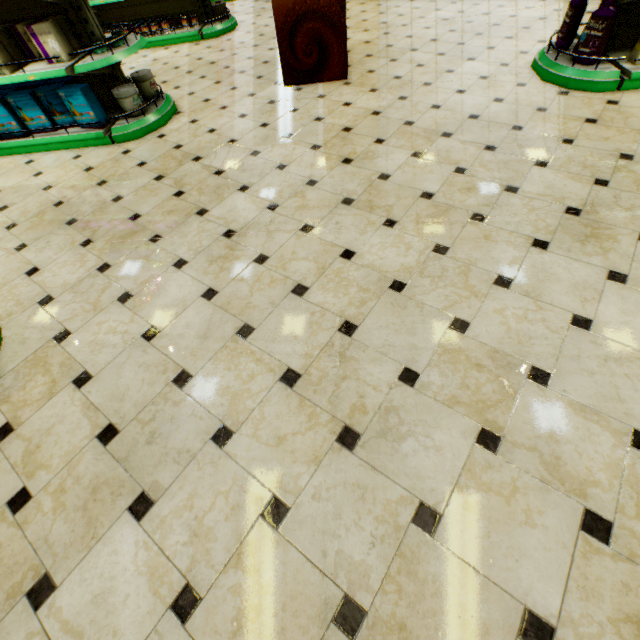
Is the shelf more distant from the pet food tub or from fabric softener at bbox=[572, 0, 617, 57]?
the pet food tub

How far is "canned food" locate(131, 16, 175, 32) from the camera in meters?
6.1

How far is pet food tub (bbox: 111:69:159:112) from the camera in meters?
3.6

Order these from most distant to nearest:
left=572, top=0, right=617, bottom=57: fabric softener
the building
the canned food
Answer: the canned food < left=572, top=0, right=617, bottom=57: fabric softener < the building

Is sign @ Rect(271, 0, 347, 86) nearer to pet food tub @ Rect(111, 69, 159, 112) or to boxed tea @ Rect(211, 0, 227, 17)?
pet food tub @ Rect(111, 69, 159, 112)

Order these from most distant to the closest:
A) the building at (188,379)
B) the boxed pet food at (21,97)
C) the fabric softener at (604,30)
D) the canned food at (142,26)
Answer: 1. the canned food at (142,26)
2. the boxed pet food at (21,97)
3. the fabric softener at (604,30)
4. the building at (188,379)

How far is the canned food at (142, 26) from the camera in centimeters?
607cm

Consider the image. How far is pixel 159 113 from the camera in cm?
390
